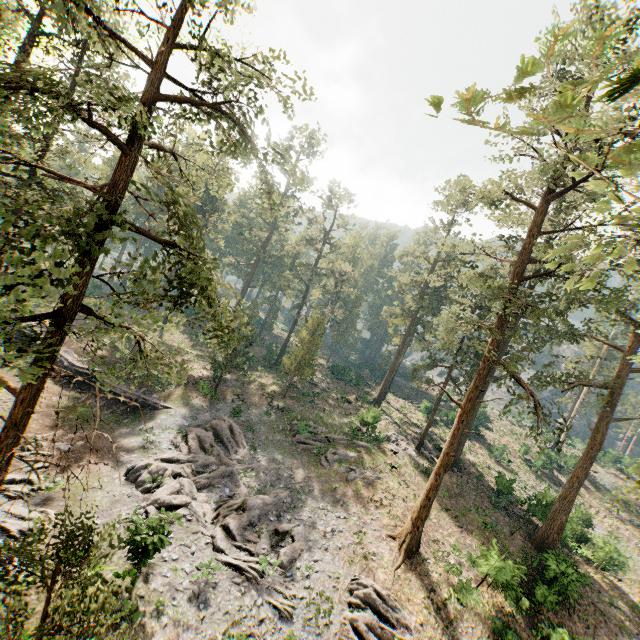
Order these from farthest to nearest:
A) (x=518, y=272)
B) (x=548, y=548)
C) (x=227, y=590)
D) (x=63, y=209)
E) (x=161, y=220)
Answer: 1. (x=161, y=220)
2. (x=548, y=548)
3. (x=518, y=272)
4. (x=227, y=590)
5. (x=63, y=209)

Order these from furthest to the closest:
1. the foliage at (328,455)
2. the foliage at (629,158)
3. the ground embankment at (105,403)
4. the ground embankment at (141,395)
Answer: the ground embankment at (141,395)
the ground embankment at (105,403)
the foliage at (328,455)
the foliage at (629,158)

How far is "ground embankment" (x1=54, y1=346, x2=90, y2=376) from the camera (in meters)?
29.83

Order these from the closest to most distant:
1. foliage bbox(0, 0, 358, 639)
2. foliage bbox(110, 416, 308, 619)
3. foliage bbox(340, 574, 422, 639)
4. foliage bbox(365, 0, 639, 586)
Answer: foliage bbox(365, 0, 639, 586)
foliage bbox(0, 0, 358, 639)
foliage bbox(340, 574, 422, 639)
foliage bbox(110, 416, 308, 619)

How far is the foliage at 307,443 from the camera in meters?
28.7

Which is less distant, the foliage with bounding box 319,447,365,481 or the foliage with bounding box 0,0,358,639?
the foliage with bounding box 0,0,358,639
